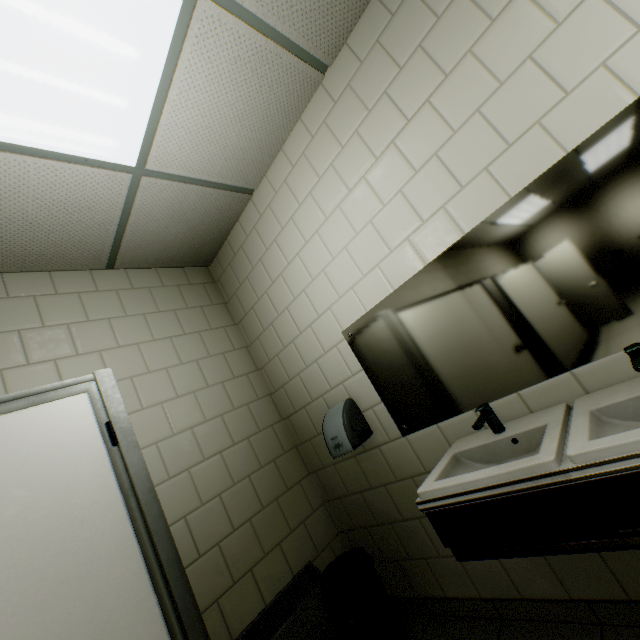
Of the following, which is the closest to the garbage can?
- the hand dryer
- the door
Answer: the hand dryer

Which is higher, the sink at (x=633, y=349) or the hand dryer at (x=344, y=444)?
the hand dryer at (x=344, y=444)

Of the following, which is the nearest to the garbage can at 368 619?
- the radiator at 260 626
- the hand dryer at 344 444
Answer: the radiator at 260 626

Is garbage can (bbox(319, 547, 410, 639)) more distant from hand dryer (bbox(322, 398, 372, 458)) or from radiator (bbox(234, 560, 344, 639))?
hand dryer (bbox(322, 398, 372, 458))

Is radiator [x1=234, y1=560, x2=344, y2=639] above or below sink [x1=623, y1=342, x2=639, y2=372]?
below

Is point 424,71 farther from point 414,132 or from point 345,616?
point 345,616

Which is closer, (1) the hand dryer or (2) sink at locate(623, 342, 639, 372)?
(2) sink at locate(623, 342, 639, 372)

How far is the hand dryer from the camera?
2.1m
